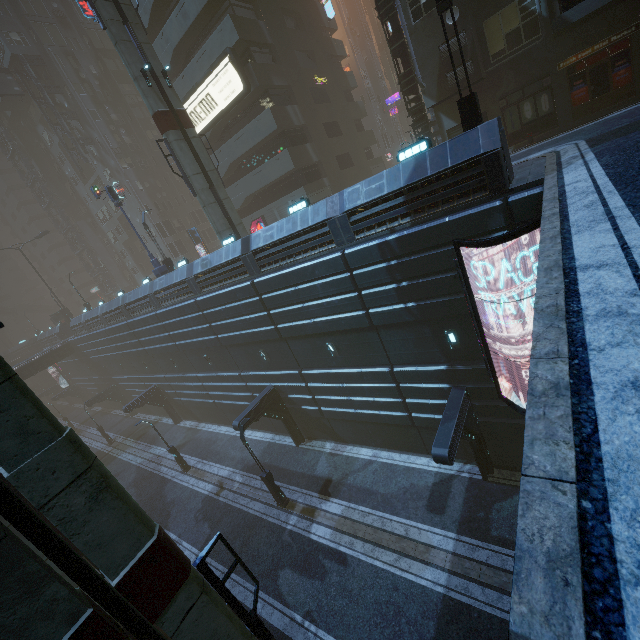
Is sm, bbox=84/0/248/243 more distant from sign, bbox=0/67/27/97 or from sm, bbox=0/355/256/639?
sign, bbox=0/67/27/97

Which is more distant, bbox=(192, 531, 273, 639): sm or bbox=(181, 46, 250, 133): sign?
bbox=(181, 46, 250, 133): sign

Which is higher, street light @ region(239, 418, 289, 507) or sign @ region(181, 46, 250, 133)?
sign @ region(181, 46, 250, 133)

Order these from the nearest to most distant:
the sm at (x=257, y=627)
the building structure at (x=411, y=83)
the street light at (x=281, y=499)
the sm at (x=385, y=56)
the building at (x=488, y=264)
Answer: the sm at (x=257, y=627) < the building at (x=488, y=264) < the street light at (x=281, y=499) < the building structure at (x=411, y=83) < the sm at (x=385, y=56)

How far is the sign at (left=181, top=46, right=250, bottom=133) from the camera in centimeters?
2316cm

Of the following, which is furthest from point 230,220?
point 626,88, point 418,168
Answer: point 626,88

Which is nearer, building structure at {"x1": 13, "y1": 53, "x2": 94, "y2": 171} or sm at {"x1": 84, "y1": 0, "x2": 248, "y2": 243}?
sm at {"x1": 84, "y1": 0, "x2": 248, "y2": 243}

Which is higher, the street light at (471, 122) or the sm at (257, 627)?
the street light at (471, 122)
